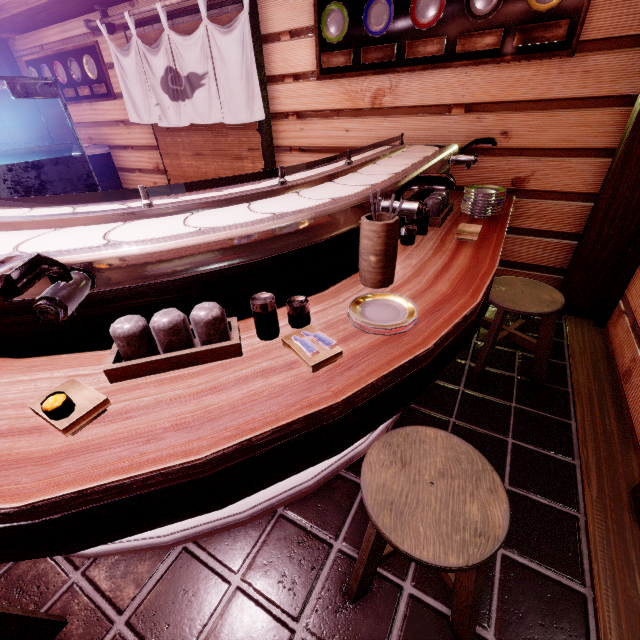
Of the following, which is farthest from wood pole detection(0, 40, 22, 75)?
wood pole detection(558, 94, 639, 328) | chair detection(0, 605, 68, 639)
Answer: wood pole detection(558, 94, 639, 328)

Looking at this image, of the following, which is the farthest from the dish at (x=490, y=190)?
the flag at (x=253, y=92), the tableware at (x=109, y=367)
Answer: the flag at (x=253, y=92)

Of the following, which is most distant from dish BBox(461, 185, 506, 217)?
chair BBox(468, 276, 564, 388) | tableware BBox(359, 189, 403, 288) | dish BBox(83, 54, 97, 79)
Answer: dish BBox(83, 54, 97, 79)

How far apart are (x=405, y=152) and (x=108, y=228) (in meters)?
4.14

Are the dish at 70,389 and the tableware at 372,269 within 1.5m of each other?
no

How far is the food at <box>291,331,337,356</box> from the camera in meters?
1.9 m

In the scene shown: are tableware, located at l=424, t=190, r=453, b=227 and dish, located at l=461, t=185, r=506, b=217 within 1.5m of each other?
yes

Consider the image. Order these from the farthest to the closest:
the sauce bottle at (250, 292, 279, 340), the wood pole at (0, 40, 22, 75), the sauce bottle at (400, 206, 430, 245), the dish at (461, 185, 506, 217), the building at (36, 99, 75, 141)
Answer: the building at (36, 99, 75, 141), the wood pole at (0, 40, 22, 75), the dish at (461, 185, 506, 217), the sauce bottle at (400, 206, 430, 245), the sauce bottle at (250, 292, 279, 340)
